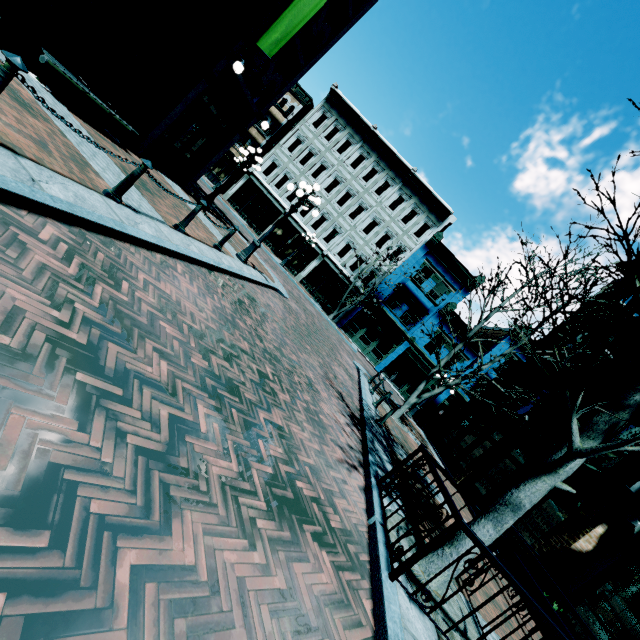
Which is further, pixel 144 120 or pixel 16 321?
pixel 144 120

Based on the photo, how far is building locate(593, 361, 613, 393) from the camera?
12.6m

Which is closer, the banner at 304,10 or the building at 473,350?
the banner at 304,10

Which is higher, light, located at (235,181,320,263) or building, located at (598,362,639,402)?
building, located at (598,362,639,402)

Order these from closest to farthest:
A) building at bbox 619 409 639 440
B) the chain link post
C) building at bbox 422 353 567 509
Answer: the chain link post, building at bbox 619 409 639 440, building at bbox 422 353 567 509

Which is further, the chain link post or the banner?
the banner

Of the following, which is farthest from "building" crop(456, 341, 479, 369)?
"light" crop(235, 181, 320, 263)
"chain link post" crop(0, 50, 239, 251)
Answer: "chain link post" crop(0, 50, 239, 251)

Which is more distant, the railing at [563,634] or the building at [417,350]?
the building at [417,350]
